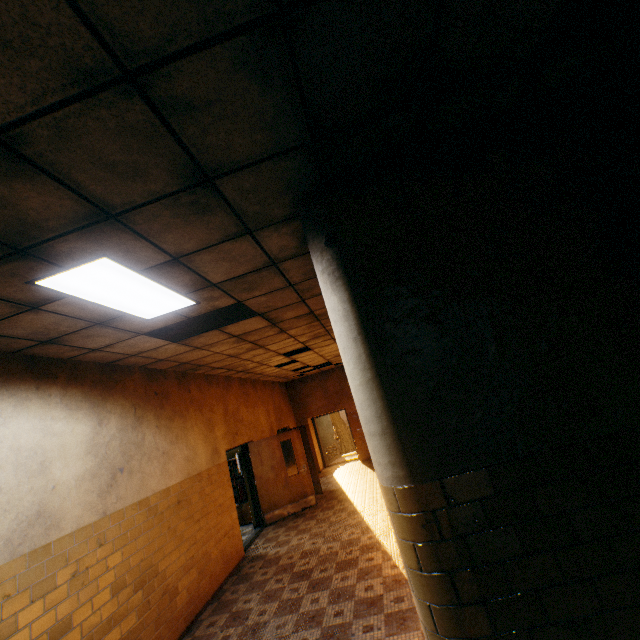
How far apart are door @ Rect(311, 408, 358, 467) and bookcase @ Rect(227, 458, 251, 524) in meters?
5.2

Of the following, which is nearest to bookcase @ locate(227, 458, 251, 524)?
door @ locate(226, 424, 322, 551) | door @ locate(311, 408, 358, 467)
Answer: door @ locate(226, 424, 322, 551)

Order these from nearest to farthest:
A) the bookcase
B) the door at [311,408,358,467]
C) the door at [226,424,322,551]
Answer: the door at [226,424,322,551] < the bookcase < the door at [311,408,358,467]

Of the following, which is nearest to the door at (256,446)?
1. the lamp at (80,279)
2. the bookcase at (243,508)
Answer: the bookcase at (243,508)

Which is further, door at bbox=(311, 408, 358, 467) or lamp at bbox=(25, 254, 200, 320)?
door at bbox=(311, 408, 358, 467)

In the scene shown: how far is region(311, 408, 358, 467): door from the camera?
14.26m

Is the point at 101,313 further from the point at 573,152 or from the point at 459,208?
the point at 573,152

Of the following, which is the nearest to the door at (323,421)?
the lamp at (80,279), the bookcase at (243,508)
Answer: the bookcase at (243,508)
